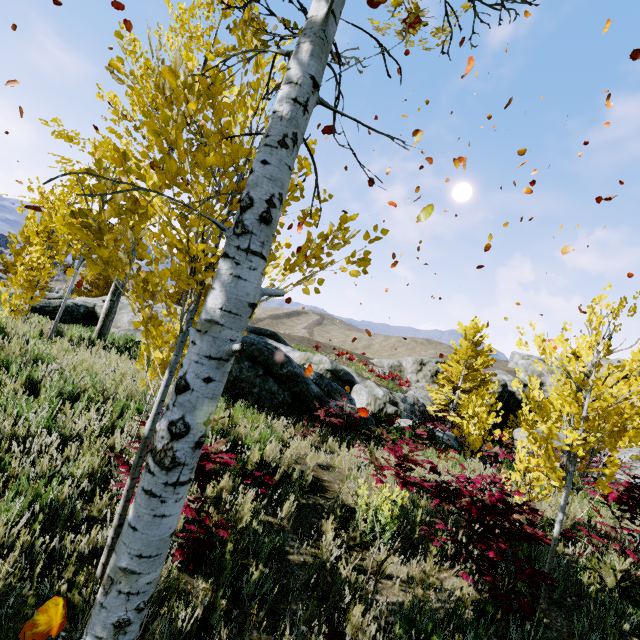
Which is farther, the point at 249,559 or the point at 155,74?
the point at 249,559

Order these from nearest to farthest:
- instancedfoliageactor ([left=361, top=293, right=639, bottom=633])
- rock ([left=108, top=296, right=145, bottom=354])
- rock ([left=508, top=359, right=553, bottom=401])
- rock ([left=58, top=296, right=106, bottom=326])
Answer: instancedfoliageactor ([left=361, top=293, right=639, bottom=633])
rock ([left=108, top=296, right=145, bottom=354])
rock ([left=58, top=296, right=106, bottom=326])
rock ([left=508, top=359, right=553, bottom=401])

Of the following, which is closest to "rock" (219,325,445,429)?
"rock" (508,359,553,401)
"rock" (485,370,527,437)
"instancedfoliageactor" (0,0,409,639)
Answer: "instancedfoliageactor" (0,0,409,639)

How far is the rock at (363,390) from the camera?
8.4 meters

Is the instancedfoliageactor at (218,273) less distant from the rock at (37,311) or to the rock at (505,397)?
the rock at (37,311)

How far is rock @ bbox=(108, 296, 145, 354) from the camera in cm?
927

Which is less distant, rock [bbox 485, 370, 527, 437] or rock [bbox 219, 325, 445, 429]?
rock [bbox 219, 325, 445, 429]

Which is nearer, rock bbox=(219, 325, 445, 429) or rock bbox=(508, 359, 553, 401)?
rock bbox=(219, 325, 445, 429)
